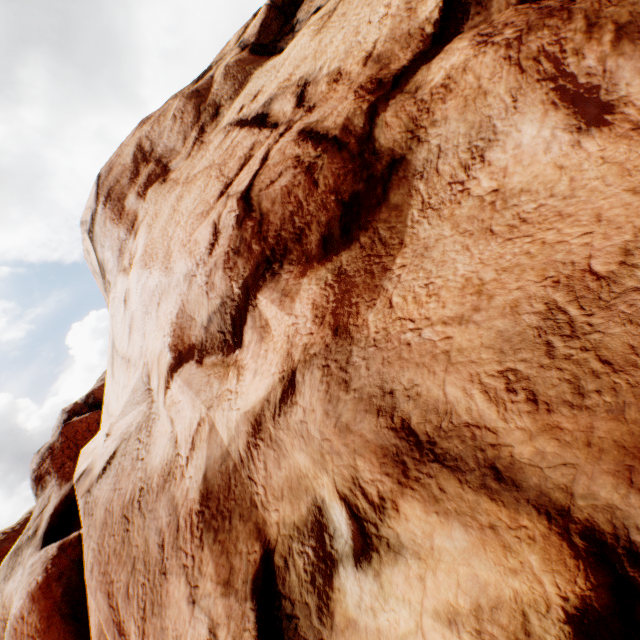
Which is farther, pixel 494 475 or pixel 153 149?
pixel 153 149
